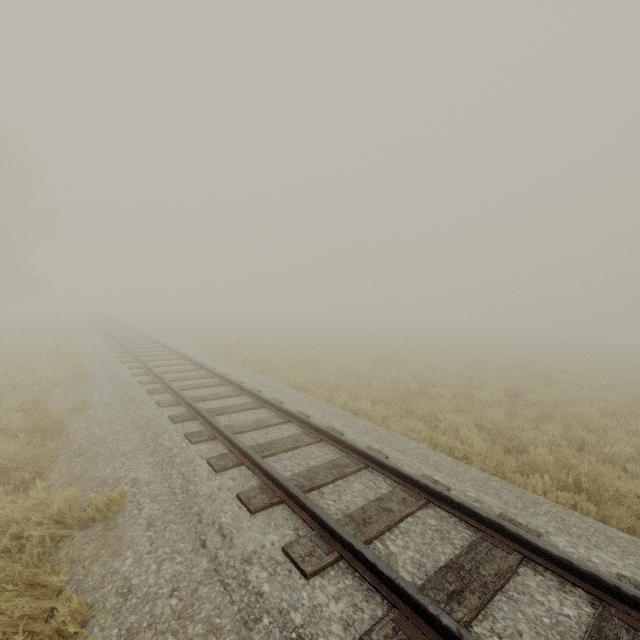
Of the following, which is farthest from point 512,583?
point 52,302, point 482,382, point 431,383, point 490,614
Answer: point 52,302
